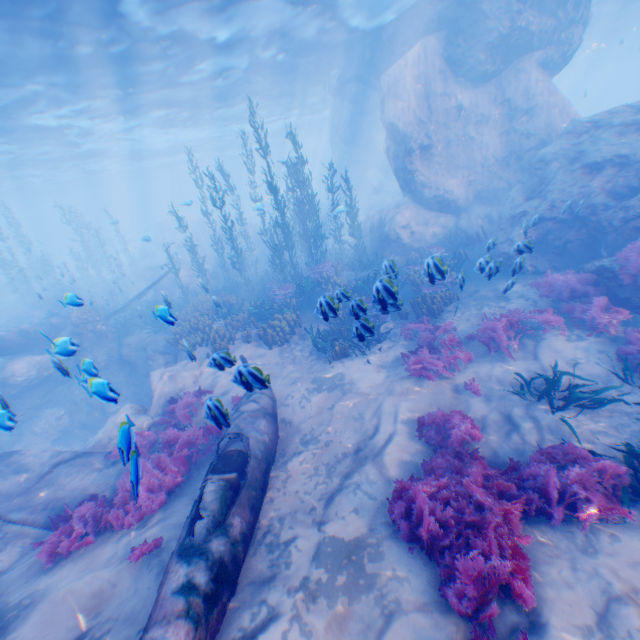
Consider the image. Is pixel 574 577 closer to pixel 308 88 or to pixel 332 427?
pixel 332 427

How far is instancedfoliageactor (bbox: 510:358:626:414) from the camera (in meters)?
6.34

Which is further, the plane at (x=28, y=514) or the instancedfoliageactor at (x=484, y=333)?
the instancedfoliageactor at (x=484, y=333)

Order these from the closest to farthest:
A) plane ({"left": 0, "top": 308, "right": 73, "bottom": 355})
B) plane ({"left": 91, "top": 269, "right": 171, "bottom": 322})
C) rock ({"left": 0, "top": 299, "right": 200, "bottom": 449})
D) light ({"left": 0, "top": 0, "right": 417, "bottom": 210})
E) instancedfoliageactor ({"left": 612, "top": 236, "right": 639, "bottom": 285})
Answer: rock ({"left": 0, "top": 299, "right": 200, "bottom": 449}) → instancedfoliageactor ({"left": 612, "top": 236, "right": 639, "bottom": 285}) → light ({"left": 0, "top": 0, "right": 417, "bottom": 210}) → plane ({"left": 0, "top": 308, "right": 73, "bottom": 355}) → plane ({"left": 91, "top": 269, "right": 171, "bottom": 322})

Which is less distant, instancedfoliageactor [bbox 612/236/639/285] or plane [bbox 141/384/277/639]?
plane [bbox 141/384/277/639]

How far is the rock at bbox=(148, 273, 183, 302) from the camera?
20.6m

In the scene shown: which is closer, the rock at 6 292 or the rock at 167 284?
the rock at 167 284

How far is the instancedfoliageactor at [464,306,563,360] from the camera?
8.43m
